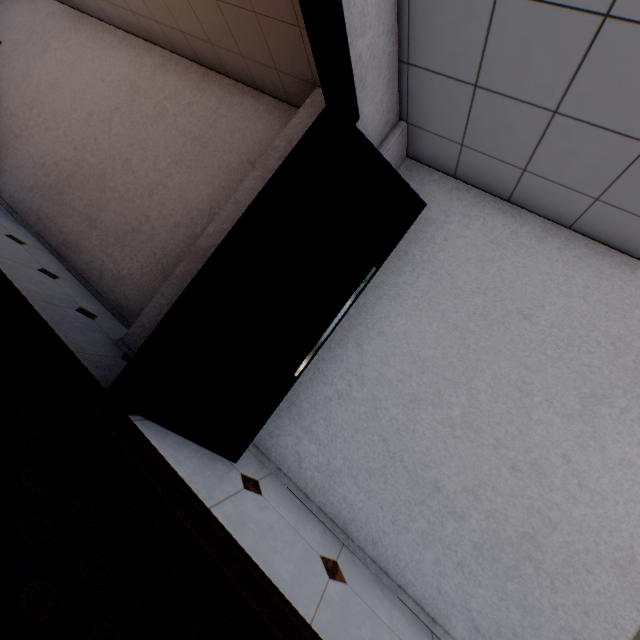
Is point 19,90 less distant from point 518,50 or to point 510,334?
point 518,50
